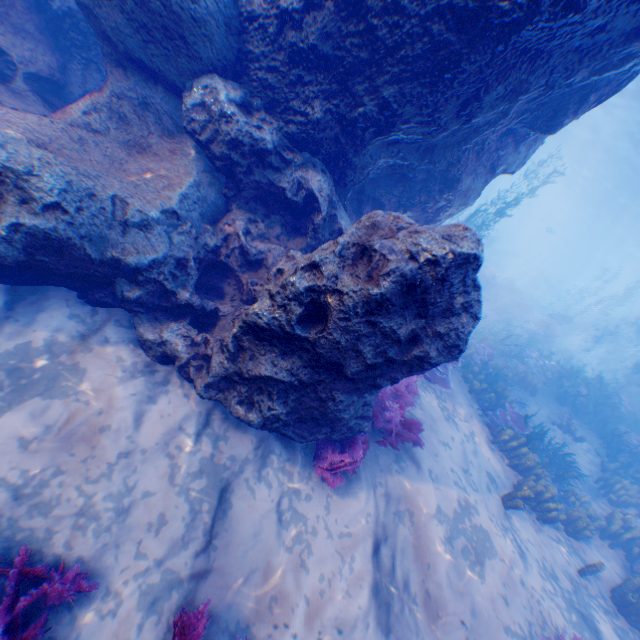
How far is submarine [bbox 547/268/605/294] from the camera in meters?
56.7

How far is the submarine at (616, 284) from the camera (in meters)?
54.28

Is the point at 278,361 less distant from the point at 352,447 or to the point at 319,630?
the point at 352,447

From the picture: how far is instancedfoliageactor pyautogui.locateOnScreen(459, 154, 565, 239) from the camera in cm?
1491

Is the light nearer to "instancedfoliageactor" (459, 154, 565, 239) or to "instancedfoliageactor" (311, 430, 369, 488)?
"instancedfoliageactor" (459, 154, 565, 239)

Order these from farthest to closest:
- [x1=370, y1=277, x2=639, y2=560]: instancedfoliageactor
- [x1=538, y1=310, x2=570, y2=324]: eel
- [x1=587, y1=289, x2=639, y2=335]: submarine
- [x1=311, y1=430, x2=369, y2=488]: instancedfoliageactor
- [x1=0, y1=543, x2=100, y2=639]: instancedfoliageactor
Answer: [x1=587, y1=289, x2=639, y2=335]: submarine, [x1=538, y1=310, x2=570, y2=324]: eel, [x1=370, y1=277, x2=639, y2=560]: instancedfoliageactor, [x1=311, y1=430, x2=369, y2=488]: instancedfoliageactor, [x1=0, y1=543, x2=100, y2=639]: instancedfoliageactor

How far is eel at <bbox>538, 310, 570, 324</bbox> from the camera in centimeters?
2220cm

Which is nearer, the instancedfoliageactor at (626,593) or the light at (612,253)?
the instancedfoliageactor at (626,593)
